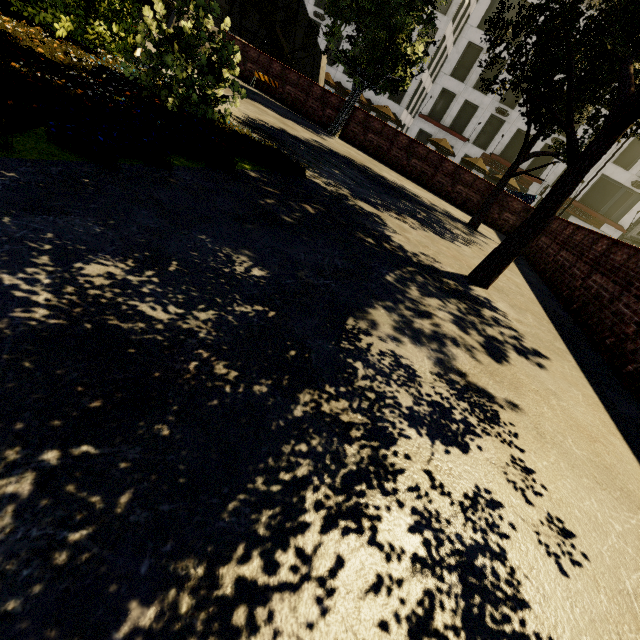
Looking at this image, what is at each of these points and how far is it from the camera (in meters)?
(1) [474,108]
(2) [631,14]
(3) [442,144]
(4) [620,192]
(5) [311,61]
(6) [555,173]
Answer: (1) building, 32.81
(2) tree, 3.87
(3) umbrella, 27.31
(4) building, 30.97
(5) underground building, 21.55
(6) building, 32.03

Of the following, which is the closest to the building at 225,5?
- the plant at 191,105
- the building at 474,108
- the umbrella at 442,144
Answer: the plant at 191,105

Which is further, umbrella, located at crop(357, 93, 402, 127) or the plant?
umbrella, located at crop(357, 93, 402, 127)

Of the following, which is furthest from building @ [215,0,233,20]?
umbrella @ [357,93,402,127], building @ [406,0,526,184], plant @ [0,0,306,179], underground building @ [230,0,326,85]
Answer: building @ [406,0,526,184]

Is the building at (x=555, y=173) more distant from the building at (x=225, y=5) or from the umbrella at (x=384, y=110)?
the building at (x=225, y=5)

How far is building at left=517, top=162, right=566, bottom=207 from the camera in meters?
31.8 m

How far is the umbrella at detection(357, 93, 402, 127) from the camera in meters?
28.1 m

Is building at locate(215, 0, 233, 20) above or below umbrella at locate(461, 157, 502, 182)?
above
